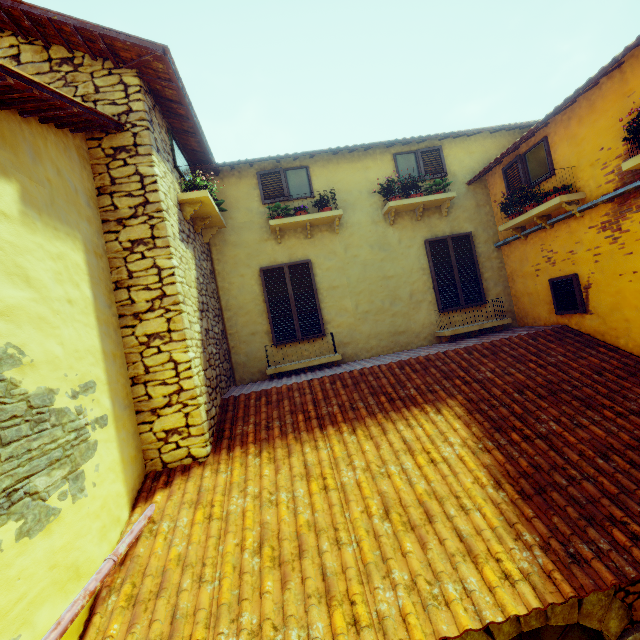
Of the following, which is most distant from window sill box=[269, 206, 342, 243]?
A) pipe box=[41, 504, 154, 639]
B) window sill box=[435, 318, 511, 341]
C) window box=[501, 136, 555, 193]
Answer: pipe box=[41, 504, 154, 639]

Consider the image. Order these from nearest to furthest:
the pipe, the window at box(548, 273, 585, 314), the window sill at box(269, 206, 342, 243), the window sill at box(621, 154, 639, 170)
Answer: the pipe, the window sill at box(621, 154, 639, 170), the window at box(548, 273, 585, 314), the window sill at box(269, 206, 342, 243)

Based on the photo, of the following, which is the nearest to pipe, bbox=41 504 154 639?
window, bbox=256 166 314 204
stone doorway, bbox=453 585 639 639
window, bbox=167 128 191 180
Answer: stone doorway, bbox=453 585 639 639

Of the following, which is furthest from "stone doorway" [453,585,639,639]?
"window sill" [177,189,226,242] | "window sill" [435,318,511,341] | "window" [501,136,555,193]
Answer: "window sill" [177,189,226,242]

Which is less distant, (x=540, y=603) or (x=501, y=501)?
(x=540, y=603)

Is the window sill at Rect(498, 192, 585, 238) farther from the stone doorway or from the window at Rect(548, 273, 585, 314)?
the stone doorway

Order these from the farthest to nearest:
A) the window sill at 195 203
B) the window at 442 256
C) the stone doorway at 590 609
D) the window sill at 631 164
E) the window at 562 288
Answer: the window at 442 256, the window at 562 288, the window sill at 195 203, the window sill at 631 164, the stone doorway at 590 609

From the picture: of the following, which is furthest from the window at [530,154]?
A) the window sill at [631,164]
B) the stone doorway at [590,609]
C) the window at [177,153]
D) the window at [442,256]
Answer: the window at [177,153]
